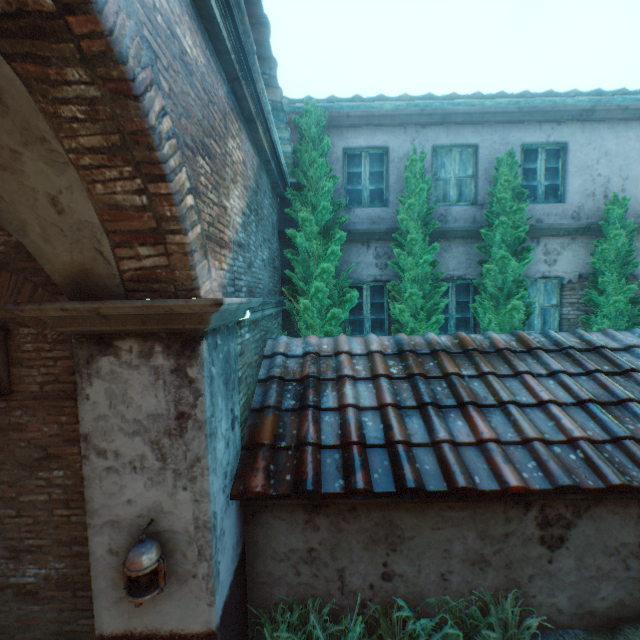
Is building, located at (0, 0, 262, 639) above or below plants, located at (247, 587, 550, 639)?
above

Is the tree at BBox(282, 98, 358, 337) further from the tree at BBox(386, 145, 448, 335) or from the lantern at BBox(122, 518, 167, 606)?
the lantern at BBox(122, 518, 167, 606)

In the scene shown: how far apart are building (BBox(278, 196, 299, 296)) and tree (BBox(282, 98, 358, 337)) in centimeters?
68cm

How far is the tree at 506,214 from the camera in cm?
632

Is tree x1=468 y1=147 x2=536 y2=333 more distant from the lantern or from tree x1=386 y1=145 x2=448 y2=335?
the lantern

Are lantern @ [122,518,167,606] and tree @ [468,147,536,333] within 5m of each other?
no

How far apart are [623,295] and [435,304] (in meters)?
3.78

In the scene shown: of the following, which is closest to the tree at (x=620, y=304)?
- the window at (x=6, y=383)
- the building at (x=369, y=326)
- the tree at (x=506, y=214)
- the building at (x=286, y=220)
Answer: the building at (x=369, y=326)
